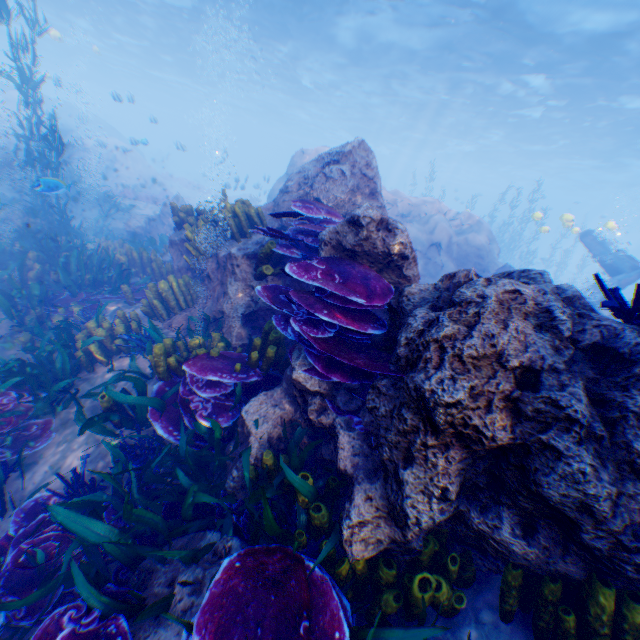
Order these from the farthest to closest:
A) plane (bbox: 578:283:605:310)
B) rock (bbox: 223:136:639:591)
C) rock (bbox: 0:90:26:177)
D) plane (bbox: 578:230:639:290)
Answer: rock (bbox: 0:90:26:177) → plane (bbox: 578:230:639:290) → plane (bbox: 578:283:605:310) → rock (bbox: 223:136:639:591)

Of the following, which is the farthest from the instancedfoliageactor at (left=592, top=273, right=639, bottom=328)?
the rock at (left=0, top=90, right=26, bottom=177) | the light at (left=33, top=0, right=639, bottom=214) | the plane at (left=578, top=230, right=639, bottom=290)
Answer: the light at (left=33, top=0, right=639, bottom=214)

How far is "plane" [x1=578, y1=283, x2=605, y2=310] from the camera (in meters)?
11.13

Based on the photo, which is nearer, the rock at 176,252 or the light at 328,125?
the rock at 176,252

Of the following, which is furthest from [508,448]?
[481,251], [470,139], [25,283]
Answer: [470,139]

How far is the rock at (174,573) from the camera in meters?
2.3 m

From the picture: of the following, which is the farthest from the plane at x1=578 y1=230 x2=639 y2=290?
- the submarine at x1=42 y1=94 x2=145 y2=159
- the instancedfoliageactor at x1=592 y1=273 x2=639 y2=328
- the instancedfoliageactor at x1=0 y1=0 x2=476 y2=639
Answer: the submarine at x1=42 y1=94 x2=145 y2=159

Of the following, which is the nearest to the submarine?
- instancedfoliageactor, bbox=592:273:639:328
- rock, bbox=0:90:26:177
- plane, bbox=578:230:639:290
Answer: rock, bbox=0:90:26:177
